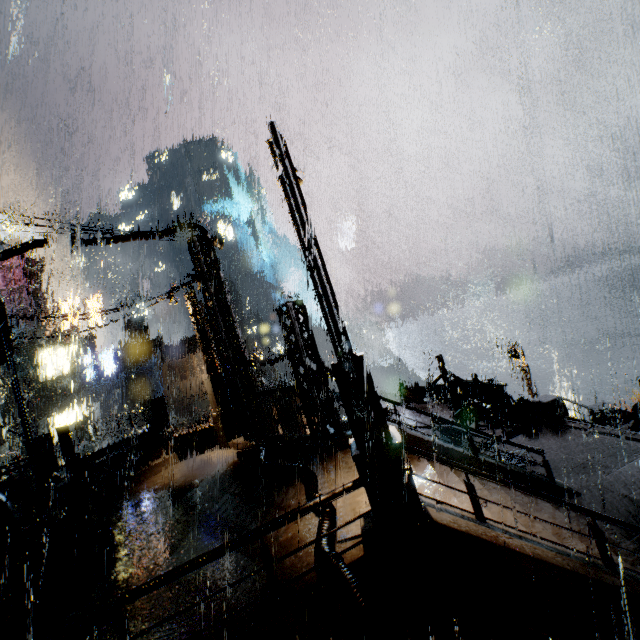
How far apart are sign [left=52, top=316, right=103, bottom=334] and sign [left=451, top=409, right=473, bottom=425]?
33.7 meters

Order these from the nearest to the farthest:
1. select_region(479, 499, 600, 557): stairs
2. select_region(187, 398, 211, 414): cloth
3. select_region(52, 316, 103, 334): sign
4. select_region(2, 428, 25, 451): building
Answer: select_region(479, 499, 600, 557): stairs, select_region(2, 428, 25, 451): building, select_region(52, 316, 103, 334): sign, select_region(187, 398, 211, 414): cloth

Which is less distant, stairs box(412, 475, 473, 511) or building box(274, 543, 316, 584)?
building box(274, 543, 316, 584)

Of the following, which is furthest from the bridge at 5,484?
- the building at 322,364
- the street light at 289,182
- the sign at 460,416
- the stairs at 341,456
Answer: the street light at 289,182

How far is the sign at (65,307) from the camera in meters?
30.8 m

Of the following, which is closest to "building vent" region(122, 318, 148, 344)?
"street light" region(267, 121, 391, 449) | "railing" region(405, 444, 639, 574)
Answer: "street light" region(267, 121, 391, 449)

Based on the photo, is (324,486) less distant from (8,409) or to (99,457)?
(99,457)

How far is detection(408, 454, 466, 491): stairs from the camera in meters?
8.1 m
